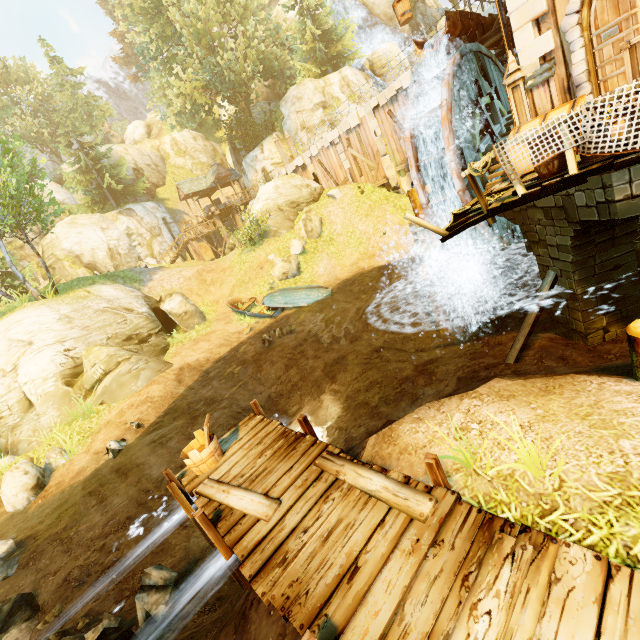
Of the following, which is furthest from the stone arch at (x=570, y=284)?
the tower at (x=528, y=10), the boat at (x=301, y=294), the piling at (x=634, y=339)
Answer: the boat at (x=301, y=294)

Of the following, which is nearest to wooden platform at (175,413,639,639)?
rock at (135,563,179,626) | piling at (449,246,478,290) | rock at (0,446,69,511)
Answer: rock at (135,563,179,626)

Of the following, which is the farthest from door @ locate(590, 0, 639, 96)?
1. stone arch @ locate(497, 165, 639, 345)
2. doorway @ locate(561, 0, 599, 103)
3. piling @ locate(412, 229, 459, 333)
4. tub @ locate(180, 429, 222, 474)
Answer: tub @ locate(180, 429, 222, 474)

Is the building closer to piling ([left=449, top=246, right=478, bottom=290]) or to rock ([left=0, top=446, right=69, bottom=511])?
piling ([left=449, top=246, right=478, bottom=290])

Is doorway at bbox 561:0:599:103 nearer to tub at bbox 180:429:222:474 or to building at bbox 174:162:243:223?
tub at bbox 180:429:222:474

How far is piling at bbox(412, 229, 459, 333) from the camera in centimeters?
1247cm

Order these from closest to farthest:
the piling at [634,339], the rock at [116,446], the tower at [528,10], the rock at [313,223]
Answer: the piling at [634,339]
the tower at [528,10]
the rock at [116,446]
the rock at [313,223]

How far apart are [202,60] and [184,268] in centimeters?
1880cm
